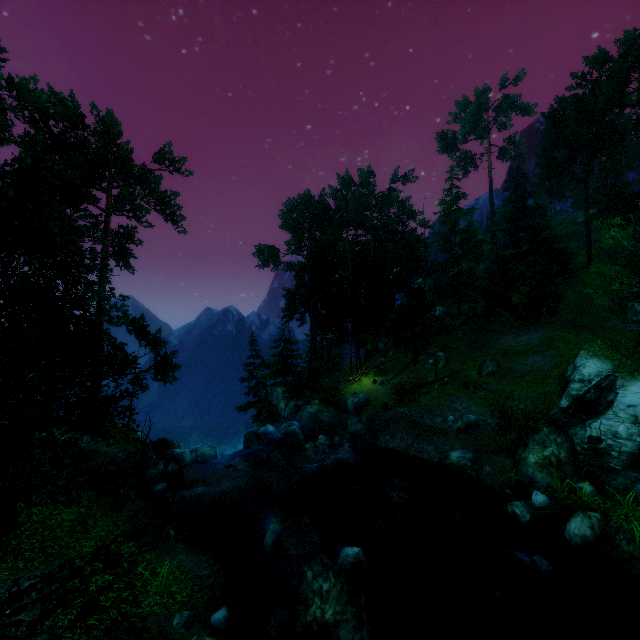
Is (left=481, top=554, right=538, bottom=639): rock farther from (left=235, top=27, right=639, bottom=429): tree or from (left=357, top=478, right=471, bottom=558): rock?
(left=235, top=27, right=639, bottom=429): tree

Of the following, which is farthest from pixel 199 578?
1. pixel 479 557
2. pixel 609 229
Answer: pixel 609 229

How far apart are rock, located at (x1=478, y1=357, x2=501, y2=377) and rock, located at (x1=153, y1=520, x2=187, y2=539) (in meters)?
24.94

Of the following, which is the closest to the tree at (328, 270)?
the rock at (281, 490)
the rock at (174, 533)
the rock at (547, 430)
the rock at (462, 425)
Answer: the rock at (174, 533)

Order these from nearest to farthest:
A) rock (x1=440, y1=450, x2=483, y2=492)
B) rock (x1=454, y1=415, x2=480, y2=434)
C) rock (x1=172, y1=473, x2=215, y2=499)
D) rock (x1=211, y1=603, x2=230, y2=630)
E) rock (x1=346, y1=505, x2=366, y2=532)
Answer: rock (x1=211, y1=603, x2=230, y2=630), rock (x1=346, y1=505, x2=366, y2=532), rock (x1=172, y1=473, x2=215, y2=499), rock (x1=440, y1=450, x2=483, y2=492), rock (x1=454, y1=415, x2=480, y2=434)

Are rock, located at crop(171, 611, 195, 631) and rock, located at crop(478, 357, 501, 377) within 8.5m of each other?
no

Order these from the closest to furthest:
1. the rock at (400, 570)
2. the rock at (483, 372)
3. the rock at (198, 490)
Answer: the rock at (400, 570) < the rock at (198, 490) < the rock at (483, 372)

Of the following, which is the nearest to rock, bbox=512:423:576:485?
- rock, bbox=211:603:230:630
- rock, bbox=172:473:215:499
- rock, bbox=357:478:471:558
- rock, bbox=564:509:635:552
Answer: rock, bbox=564:509:635:552
